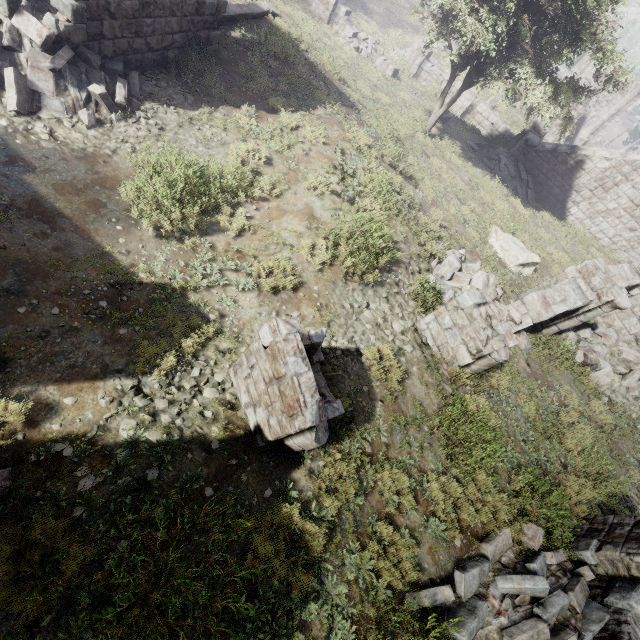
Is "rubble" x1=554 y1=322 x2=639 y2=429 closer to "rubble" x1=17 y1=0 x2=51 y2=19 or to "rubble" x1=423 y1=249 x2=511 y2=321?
"rubble" x1=423 y1=249 x2=511 y2=321

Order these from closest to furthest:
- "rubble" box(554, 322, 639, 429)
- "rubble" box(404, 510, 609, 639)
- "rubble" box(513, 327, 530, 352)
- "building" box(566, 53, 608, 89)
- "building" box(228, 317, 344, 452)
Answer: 1. "building" box(228, 317, 344, 452)
2. "rubble" box(404, 510, 609, 639)
3. "rubble" box(513, 327, 530, 352)
4. "rubble" box(554, 322, 639, 429)
5. "building" box(566, 53, 608, 89)

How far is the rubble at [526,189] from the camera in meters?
18.9

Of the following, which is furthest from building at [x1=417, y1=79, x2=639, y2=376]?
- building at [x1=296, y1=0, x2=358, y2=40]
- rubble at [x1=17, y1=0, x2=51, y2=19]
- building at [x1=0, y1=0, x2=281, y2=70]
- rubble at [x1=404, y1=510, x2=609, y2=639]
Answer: rubble at [x1=404, y1=510, x2=609, y2=639]

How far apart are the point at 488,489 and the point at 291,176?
8.5 meters

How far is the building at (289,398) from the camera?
3.6 meters

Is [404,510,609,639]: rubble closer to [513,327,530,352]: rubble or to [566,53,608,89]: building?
[513,327,530,352]: rubble

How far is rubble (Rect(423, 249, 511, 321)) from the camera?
8.2m
